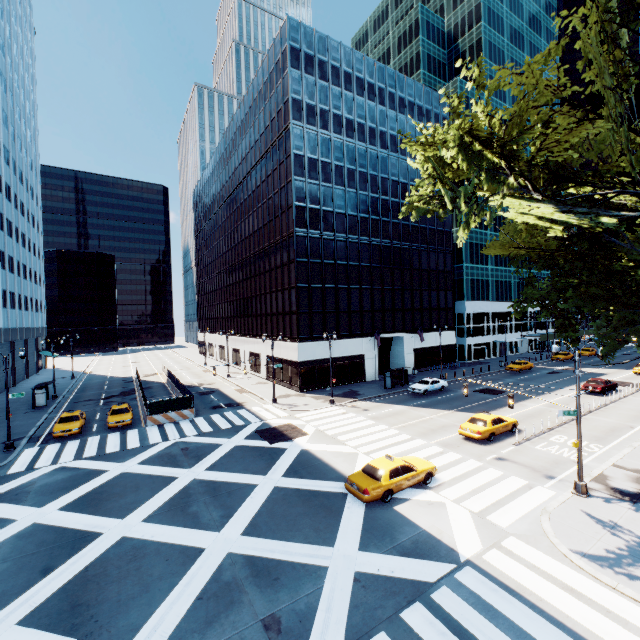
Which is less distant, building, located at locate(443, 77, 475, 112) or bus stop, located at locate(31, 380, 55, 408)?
bus stop, located at locate(31, 380, 55, 408)

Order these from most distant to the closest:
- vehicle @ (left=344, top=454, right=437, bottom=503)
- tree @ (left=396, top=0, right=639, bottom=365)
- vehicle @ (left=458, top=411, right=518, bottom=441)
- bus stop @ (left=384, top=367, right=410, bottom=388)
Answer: bus stop @ (left=384, top=367, right=410, bottom=388)
vehicle @ (left=458, top=411, right=518, bottom=441)
vehicle @ (left=344, top=454, right=437, bottom=503)
tree @ (left=396, top=0, right=639, bottom=365)

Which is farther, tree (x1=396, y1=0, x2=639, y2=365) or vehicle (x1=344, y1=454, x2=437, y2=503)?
vehicle (x1=344, y1=454, x2=437, y2=503)

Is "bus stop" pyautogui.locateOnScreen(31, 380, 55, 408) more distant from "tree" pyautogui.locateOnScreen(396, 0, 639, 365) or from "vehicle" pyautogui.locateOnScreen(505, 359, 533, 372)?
"vehicle" pyautogui.locateOnScreen(505, 359, 533, 372)

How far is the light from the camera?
15.50m

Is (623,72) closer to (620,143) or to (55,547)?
(620,143)

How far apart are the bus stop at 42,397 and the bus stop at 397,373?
39.5 meters

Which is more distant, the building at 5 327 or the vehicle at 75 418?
the building at 5 327
